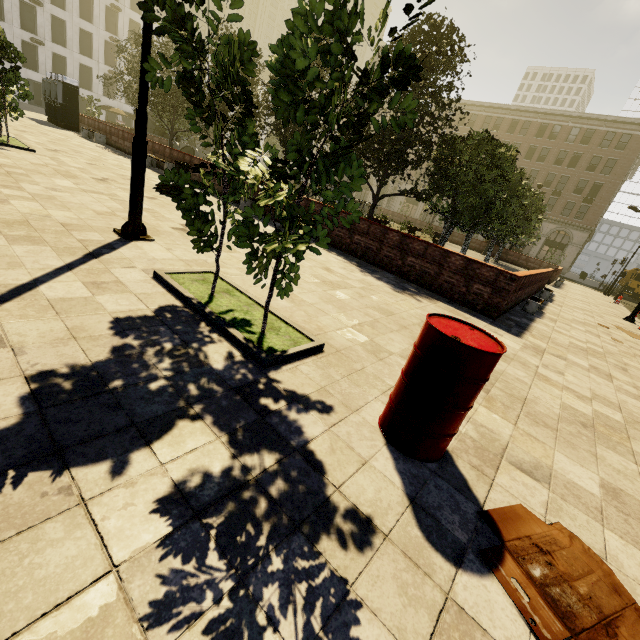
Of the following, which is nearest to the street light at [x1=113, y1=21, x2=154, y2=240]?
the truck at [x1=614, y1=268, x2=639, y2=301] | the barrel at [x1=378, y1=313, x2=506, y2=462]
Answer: the barrel at [x1=378, y1=313, x2=506, y2=462]

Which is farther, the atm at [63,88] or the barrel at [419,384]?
the atm at [63,88]

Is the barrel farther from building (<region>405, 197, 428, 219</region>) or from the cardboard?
building (<region>405, 197, 428, 219</region>)

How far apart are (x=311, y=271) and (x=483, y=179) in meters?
11.1 m

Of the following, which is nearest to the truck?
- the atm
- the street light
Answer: the street light

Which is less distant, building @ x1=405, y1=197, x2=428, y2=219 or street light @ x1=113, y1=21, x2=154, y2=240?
street light @ x1=113, y1=21, x2=154, y2=240

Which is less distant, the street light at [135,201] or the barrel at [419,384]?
the barrel at [419,384]

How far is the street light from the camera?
4.8m
